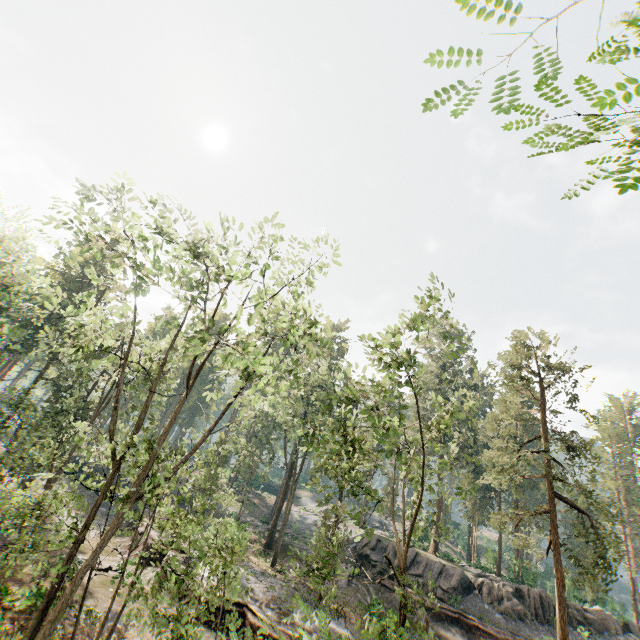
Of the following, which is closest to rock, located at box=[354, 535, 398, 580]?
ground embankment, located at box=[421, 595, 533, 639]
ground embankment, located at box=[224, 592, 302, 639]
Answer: ground embankment, located at box=[421, 595, 533, 639]

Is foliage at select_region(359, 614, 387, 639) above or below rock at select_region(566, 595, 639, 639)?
below

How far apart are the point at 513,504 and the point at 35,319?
30.91m

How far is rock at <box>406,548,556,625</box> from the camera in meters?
27.3

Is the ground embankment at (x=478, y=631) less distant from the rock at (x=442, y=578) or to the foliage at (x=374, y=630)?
the rock at (x=442, y=578)

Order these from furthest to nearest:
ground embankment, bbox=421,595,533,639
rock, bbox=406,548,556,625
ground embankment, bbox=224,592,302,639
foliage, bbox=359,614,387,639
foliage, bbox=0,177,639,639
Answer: rock, bbox=406,548,556,625, ground embankment, bbox=421,595,533,639, ground embankment, bbox=224,592,302,639, foliage, bbox=0,177,639,639, foliage, bbox=359,614,387,639

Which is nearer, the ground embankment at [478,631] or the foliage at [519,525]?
the foliage at [519,525]
